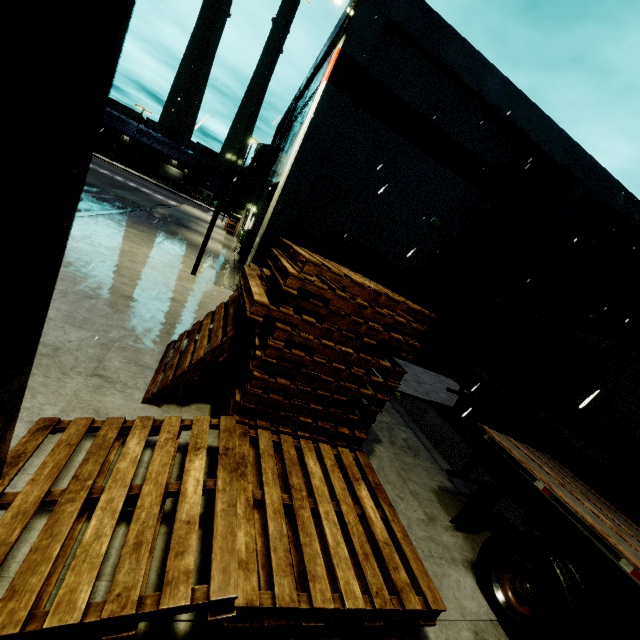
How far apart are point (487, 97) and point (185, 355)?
13.4 meters

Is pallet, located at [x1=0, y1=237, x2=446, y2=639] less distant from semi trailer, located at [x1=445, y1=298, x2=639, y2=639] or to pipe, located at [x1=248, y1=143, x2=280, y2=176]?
semi trailer, located at [x1=445, y1=298, x2=639, y2=639]

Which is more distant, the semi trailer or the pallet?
the semi trailer

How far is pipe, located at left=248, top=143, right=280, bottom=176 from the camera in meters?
19.2

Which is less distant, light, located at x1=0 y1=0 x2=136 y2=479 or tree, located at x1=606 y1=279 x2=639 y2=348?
light, located at x1=0 y1=0 x2=136 y2=479

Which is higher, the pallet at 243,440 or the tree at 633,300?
the tree at 633,300

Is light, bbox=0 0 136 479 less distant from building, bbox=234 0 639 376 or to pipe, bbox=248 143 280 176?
building, bbox=234 0 639 376

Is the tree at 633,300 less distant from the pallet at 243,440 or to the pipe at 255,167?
the pallet at 243,440
